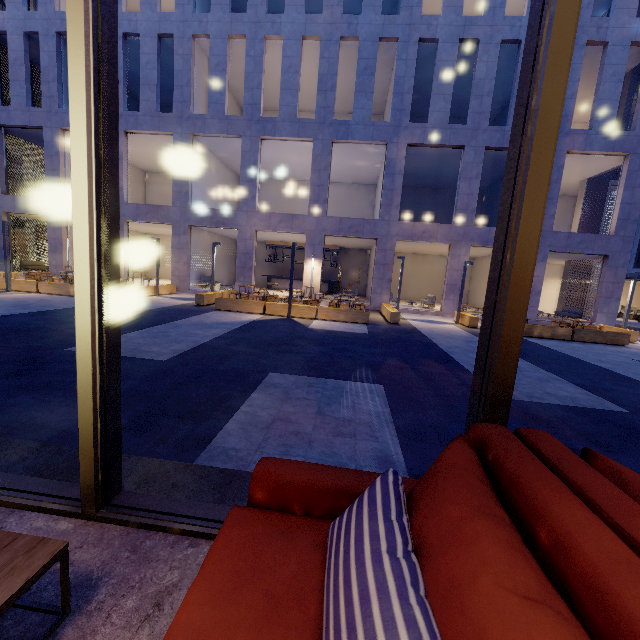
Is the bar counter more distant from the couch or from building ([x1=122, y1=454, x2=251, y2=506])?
the couch

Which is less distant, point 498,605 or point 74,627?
point 498,605

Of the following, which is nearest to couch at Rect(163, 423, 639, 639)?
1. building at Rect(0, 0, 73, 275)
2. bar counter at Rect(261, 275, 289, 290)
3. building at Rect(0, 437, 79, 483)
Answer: building at Rect(0, 437, 79, 483)

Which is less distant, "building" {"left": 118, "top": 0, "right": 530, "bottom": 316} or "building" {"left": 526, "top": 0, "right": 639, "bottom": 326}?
"building" {"left": 526, "top": 0, "right": 639, "bottom": 326}

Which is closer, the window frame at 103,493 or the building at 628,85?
the window frame at 103,493

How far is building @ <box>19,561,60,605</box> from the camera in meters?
1.3 m

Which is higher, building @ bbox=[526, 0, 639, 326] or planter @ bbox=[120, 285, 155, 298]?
building @ bbox=[526, 0, 639, 326]

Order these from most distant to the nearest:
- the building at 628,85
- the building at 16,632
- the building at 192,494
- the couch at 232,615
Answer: the building at 628,85 → the building at 192,494 → the building at 16,632 → the couch at 232,615
